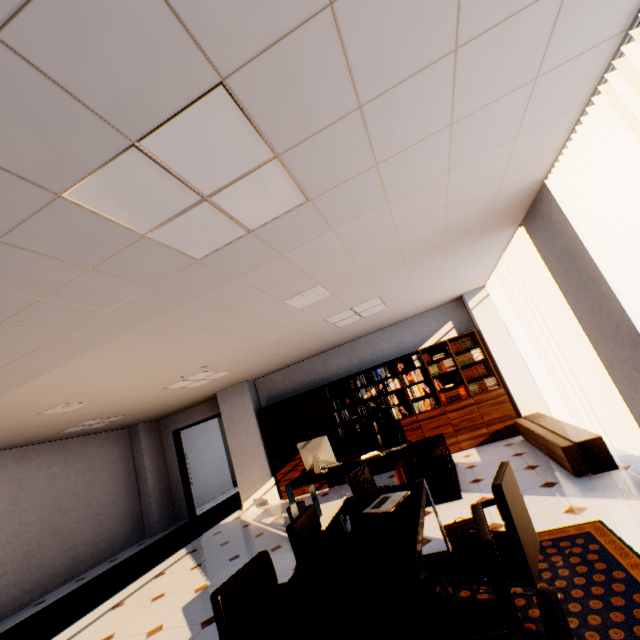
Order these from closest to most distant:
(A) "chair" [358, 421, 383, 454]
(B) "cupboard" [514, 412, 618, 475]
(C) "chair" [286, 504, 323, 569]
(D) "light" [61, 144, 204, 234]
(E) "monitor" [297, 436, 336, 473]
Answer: (D) "light" [61, 144, 204, 234]
(C) "chair" [286, 504, 323, 569]
(B) "cupboard" [514, 412, 618, 475]
(E) "monitor" [297, 436, 336, 473]
(A) "chair" [358, 421, 383, 454]

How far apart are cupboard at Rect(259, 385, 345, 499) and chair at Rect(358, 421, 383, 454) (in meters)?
1.44

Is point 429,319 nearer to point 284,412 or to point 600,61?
point 284,412

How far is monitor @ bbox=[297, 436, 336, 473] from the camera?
5.0 meters

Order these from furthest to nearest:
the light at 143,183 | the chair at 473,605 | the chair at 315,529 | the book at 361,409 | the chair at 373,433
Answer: the book at 361,409 < the chair at 373,433 < the chair at 315,529 < the light at 143,183 < the chair at 473,605

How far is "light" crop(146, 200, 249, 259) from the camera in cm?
202

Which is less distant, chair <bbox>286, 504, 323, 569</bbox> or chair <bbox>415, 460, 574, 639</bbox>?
chair <bbox>415, 460, 574, 639</bbox>

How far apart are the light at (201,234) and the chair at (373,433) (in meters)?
4.39
